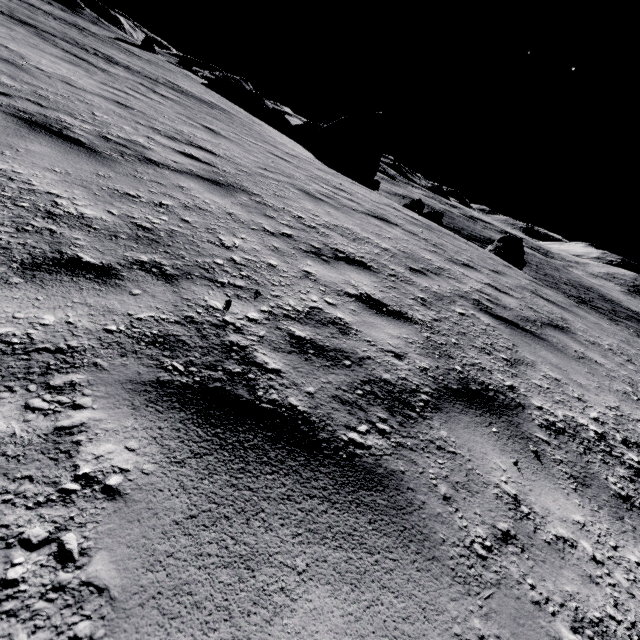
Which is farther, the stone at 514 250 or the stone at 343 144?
the stone at 343 144

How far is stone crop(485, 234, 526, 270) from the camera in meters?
17.8 m

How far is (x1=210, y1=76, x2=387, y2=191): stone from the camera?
28.30m

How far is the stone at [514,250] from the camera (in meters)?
17.78

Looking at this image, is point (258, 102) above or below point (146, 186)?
above

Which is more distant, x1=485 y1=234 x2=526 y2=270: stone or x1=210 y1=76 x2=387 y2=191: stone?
x1=210 y1=76 x2=387 y2=191: stone
